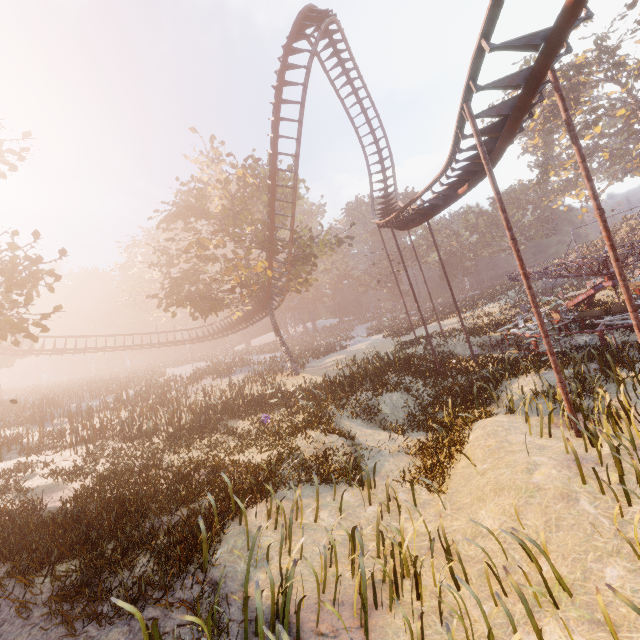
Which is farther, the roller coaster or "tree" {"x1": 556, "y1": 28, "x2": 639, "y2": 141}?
"tree" {"x1": 556, "y1": 28, "x2": 639, "y2": 141}

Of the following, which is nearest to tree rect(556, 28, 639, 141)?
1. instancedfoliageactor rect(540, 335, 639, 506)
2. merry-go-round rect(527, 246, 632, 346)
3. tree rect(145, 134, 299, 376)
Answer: merry-go-round rect(527, 246, 632, 346)

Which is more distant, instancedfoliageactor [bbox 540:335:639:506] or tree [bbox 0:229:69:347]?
tree [bbox 0:229:69:347]

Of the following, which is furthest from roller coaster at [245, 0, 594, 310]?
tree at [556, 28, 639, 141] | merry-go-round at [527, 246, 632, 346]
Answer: tree at [556, 28, 639, 141]

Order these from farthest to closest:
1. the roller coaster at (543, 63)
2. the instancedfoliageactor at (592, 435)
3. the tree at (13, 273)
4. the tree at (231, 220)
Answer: the tree at (231, 220), the tree at (13, 273), the roller coaster at (543, 63), the instancedfoliageactor at (592, 435)

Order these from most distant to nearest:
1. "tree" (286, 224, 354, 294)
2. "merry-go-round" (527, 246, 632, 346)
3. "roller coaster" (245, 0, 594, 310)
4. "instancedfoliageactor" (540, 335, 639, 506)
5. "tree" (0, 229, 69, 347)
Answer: "tree" (286, 224, 354, 294) < "merry-go-round" (527, 246, 632, 346) < "tree" (0, 229, 69, 347) < "roller coaster" (245, 0, 594, 310) < "instancedfoliageactor" (540, 335, 639, 506)

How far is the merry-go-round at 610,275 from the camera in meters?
14.9 m

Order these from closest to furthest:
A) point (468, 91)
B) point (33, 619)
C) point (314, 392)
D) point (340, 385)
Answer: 1. point (33, 619)
2. point (468, 91)
3. point (314, 392)
4. point (340, 385)
